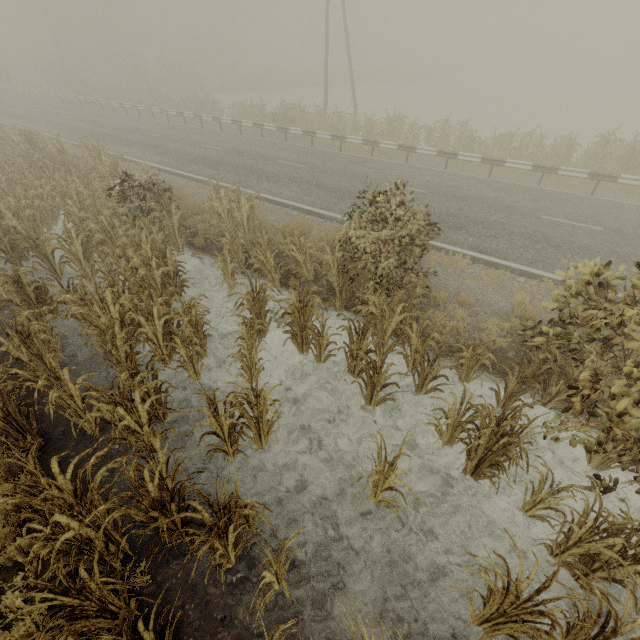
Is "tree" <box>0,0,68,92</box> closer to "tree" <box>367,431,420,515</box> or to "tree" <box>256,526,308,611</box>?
"tree" <box>367,431,420,515</box>

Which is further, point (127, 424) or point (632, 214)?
point (632, 214)

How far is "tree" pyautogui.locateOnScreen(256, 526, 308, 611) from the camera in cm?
320

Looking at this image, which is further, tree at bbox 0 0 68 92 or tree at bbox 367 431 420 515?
tree at bbox 0 0 68 92

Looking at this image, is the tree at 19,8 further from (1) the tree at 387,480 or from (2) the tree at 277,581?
(2) the tree at 277,581

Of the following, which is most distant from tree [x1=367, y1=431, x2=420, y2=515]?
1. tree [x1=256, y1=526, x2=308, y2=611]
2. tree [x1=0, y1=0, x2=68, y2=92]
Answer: tree [x1=0, y1=0, x2=68, y2=92]

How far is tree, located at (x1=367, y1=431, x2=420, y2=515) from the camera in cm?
368
